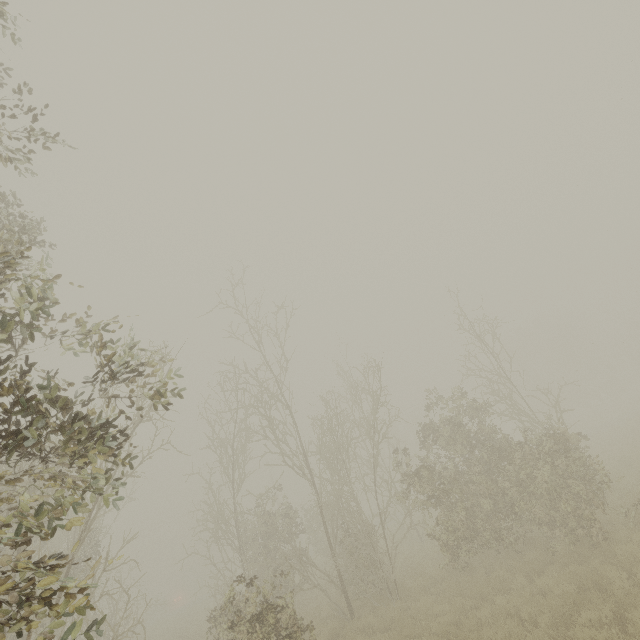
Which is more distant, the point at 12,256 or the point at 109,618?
the point at 109,618
